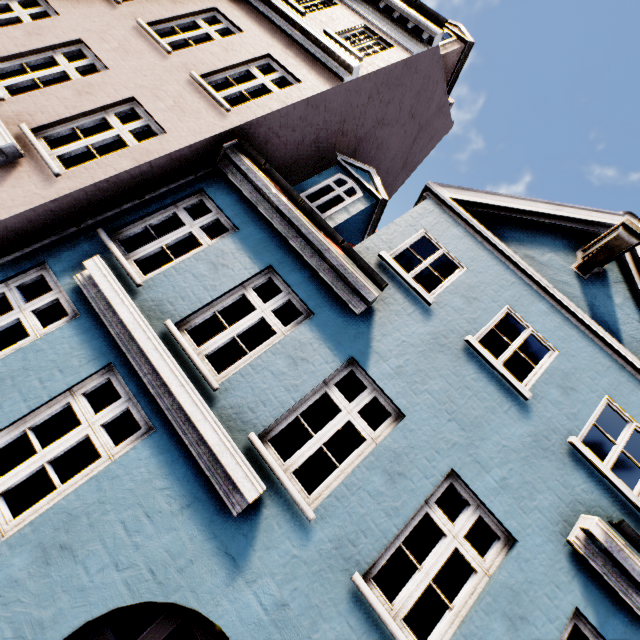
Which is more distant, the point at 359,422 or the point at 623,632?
the point at 359,422
